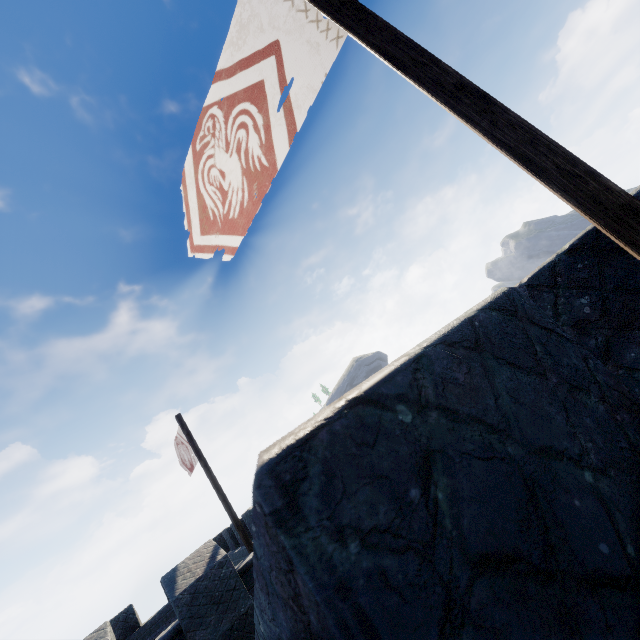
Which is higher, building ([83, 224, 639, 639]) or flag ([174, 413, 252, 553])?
flag ([174, 413, 252, 553])

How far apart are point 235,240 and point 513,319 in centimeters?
308cm

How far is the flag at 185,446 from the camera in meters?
9.5

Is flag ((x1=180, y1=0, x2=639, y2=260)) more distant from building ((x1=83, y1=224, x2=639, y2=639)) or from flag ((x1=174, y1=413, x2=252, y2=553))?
flag ((x1=174, y1=413, x2=252, y2=553))

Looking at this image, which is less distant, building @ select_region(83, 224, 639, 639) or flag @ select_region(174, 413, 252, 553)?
building @ select_region(83, 224, 639, 639)

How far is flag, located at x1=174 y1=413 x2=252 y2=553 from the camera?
9.5 meters

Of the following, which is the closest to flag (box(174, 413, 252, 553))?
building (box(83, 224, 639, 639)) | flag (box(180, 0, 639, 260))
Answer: building (box(83, 224, 639, 639))

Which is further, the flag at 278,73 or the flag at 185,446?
the flag at 185,446
